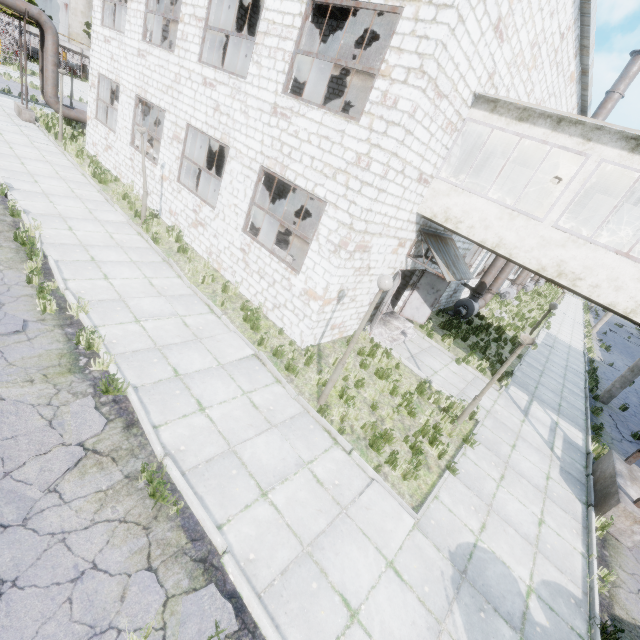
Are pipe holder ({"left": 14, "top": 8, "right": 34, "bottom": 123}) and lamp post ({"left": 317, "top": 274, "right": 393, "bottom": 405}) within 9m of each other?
no

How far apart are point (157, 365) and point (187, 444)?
2.0m

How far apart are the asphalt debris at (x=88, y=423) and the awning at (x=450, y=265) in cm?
914

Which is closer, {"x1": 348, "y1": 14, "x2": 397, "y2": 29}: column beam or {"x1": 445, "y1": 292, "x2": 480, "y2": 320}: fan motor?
{"x1": 348, "y1": 14, "x2": 397, "y2": 29}: column beam

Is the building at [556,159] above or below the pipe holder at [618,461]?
above

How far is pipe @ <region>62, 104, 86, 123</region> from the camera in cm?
1872

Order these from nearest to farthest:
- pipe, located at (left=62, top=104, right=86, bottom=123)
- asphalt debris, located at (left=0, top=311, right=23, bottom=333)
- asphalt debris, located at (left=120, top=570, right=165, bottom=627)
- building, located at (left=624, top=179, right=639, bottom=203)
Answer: asphalt debris, located at (left=120, top=570, right=165, bottom=627), asphalt debris, located at (left=0, top=311, right=23, bottom=333), building, located at (left=624, top=179, right=639, bottom=203), pipe, located at (left=62, top=104, right=86, bottom=123)

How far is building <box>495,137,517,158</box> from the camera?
10.58m
